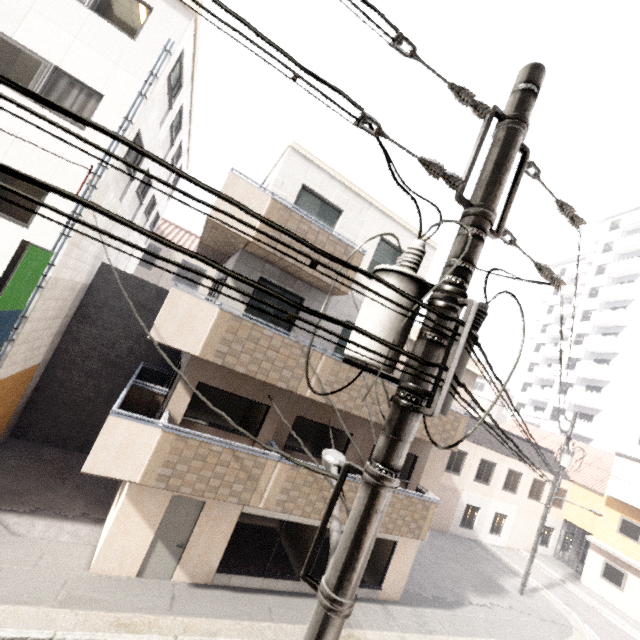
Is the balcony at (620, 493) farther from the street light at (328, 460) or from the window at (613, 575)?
the street light at (328, 460)

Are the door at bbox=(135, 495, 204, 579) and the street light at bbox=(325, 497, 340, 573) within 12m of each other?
yes

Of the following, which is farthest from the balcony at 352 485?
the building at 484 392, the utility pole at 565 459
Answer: the building at 484 392

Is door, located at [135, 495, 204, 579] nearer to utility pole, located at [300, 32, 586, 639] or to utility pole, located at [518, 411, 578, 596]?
utility pole, located at [300, 32, 586, 639]

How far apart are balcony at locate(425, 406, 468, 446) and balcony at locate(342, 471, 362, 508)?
1.6m

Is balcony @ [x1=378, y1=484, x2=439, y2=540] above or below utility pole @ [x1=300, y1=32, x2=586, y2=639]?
below

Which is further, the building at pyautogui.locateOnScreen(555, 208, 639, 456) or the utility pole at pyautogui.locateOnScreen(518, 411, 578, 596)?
the building at pyautogui.locateOnScreen(555, 208, 639, 456)

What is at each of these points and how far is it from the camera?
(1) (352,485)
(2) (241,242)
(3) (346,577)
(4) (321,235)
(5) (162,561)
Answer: (1) balcony, 9.22m
(2) balcony, 8.10m
(3) utility pole, 2.10m
(4) balcony, 8.47m
(5) door, 8.27m
